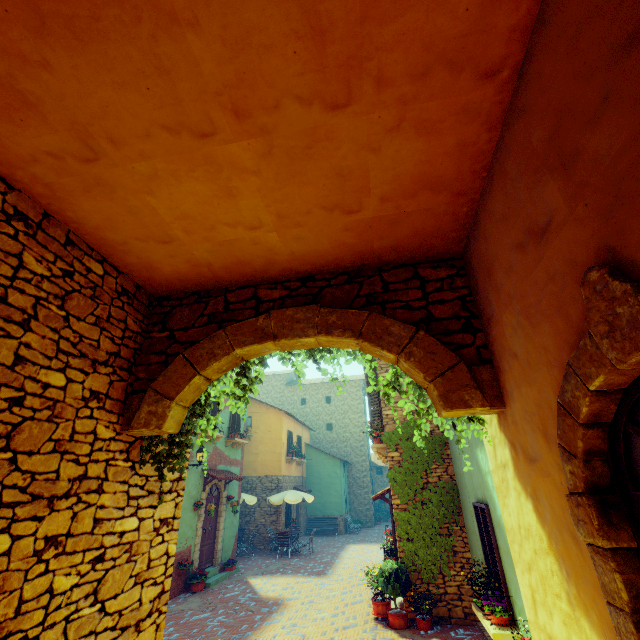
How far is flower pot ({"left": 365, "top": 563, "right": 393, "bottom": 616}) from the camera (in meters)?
8.28

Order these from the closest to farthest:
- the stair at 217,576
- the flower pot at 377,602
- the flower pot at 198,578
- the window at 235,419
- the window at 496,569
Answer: the window at 496,569 → the flower pot at 377,602 → the flower pot at 198,578 → the stair at 217,576 → the window at 235,419

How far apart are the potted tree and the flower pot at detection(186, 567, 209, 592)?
6.2 meters

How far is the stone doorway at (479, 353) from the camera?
3.2 meters

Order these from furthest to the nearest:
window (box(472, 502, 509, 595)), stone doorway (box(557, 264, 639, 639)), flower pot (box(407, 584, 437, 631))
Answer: flower pot (box(407, 584, 437, 631)), window (box(472, 502, 509, 595)), stone doorway (box(557, 264, 639, 639))

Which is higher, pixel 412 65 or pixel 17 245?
pixel 412 65

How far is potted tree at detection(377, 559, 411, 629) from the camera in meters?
7.7

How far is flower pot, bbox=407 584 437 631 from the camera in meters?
7.5
